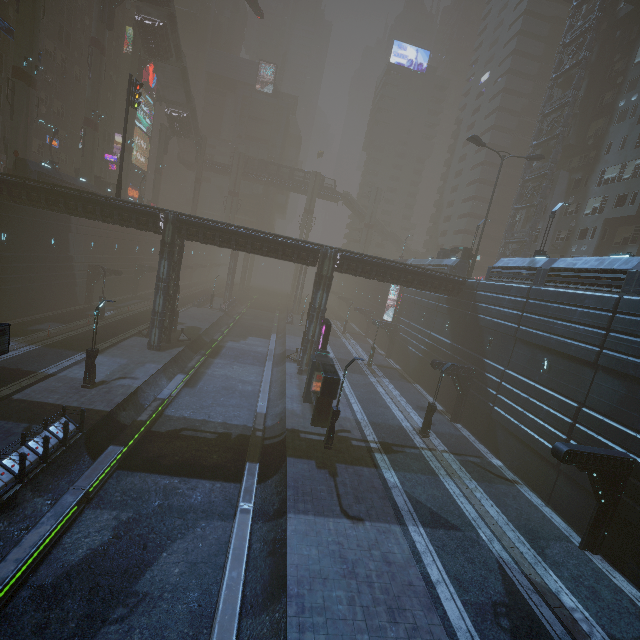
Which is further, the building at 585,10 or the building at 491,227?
the building at 491,227

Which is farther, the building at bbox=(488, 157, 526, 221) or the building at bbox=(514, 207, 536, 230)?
the building at bbox=(488, 157, 526, 221)

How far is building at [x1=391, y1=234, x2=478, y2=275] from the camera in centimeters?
3381cm

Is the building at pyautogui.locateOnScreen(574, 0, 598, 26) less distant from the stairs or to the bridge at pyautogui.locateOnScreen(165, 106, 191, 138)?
the stairs

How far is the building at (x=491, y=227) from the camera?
58.91m

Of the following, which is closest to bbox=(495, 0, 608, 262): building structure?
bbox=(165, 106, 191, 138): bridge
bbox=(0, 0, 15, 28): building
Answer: bbox=(0, 0, 15, 28): building

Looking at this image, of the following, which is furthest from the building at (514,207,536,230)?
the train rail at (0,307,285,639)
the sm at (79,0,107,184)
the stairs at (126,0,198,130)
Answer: the stairs at (126,0,198,130)

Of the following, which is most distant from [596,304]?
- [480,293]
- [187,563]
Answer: [187,563]
